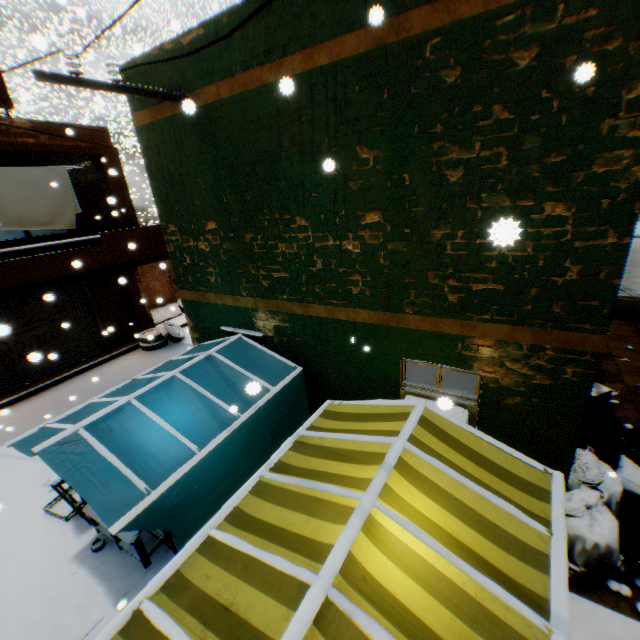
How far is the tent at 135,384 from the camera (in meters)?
4.93

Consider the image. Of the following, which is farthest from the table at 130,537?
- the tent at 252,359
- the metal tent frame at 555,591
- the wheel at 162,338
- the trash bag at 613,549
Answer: the trash bag at 613,549

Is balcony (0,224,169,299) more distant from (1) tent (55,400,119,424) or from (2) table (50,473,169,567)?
(2) table (50,473,169,567)

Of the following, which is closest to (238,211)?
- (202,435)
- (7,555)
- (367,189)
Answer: (367,189)

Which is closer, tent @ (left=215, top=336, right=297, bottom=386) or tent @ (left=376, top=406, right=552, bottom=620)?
tent @ (left=376, top=406, right=552, bottom=620)

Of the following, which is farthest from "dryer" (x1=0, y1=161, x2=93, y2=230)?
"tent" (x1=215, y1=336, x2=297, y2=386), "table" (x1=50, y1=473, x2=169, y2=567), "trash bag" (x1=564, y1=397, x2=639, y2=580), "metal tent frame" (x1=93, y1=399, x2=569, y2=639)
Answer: "table" (x1=50, y1=473, x2=169, y2=567)

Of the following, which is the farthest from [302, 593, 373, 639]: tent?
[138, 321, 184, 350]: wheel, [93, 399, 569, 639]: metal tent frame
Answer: [138, 321, 184, 350]: wheel
